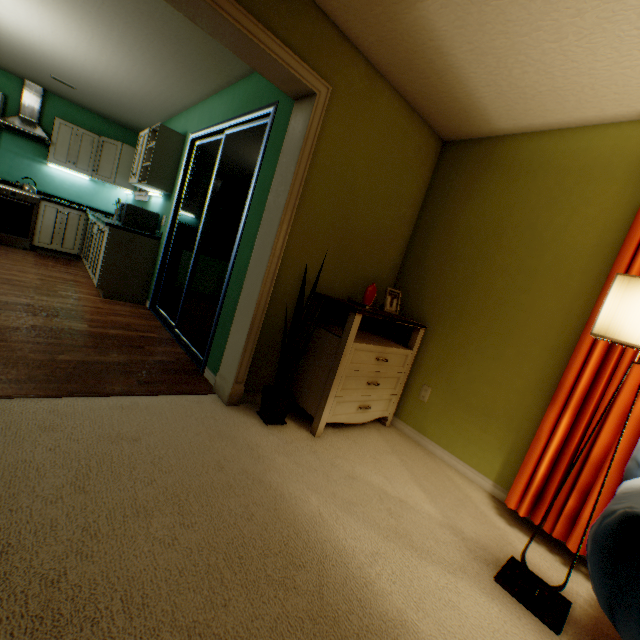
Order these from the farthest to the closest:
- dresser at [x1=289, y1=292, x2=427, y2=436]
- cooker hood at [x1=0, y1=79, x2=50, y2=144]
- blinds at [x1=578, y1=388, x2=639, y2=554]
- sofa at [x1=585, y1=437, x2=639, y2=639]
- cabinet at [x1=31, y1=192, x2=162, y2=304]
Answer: cooker hood at [x1=0, y1=79, x2=50, y2=144] < cabinet at [x1=31, y1=192, x2=162, y2=304] < dresser at [x1=289, y1=292, x2=427, y2=436] < blinds at [x1=578, y1=388, x2=639, y2=554] < sofa at [x1=585, y1=437, x2=639, y2=639]

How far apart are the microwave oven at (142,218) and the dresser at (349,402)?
2.9 meters

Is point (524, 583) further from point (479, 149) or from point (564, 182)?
point (479, 149)

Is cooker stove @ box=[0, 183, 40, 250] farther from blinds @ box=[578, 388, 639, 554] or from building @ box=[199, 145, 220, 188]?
blinds @ box=[578, 388, 639, 554]

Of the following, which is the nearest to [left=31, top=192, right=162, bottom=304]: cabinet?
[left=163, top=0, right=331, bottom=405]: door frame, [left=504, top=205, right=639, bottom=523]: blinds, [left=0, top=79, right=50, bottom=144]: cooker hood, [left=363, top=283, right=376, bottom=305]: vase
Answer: [left=0, top=79, right=50, bottom=144]: cooker hood

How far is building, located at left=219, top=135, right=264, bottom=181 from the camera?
3.96m

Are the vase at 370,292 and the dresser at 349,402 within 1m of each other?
yes
